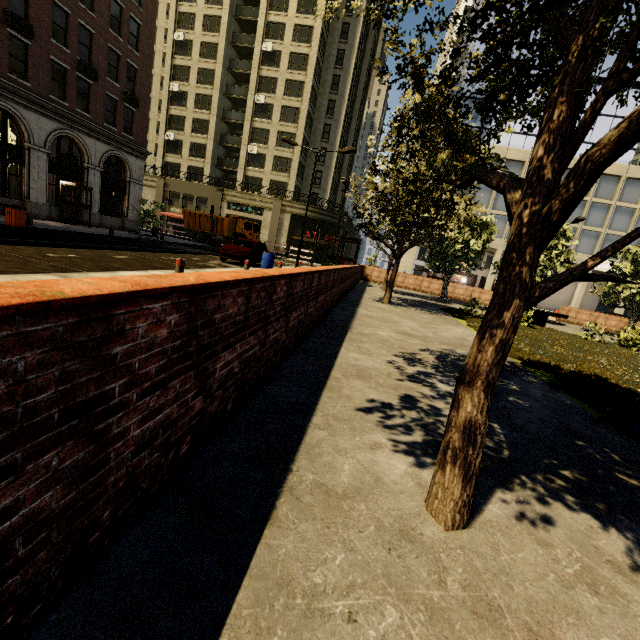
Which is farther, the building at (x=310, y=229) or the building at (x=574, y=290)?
the building at (x=310, y=229)

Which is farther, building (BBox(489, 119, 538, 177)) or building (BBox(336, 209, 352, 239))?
building (BBox(336, 209, 352, 239))

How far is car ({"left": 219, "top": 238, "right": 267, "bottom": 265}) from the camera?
17.1 meters

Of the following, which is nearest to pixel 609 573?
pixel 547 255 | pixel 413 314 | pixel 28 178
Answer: pixel 413 314

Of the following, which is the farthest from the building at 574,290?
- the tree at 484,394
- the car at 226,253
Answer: the car at 226,253

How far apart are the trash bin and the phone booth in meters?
8.0 m

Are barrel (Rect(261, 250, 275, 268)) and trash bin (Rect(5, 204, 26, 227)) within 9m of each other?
no

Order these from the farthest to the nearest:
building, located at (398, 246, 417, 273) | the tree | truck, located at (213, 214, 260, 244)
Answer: building, located at (398, 246, 417, 273), truck, located at (213, 214, 260, 244), the tree
